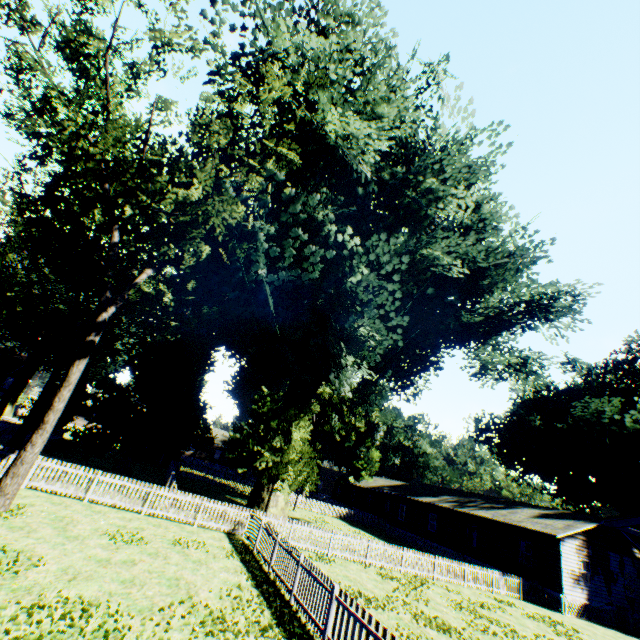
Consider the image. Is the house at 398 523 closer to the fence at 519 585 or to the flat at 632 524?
the fence at 519 585

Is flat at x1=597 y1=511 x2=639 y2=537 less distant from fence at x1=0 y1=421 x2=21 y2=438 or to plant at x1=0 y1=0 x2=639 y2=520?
fence at x1=0 y1=421 x2=21 y2=438

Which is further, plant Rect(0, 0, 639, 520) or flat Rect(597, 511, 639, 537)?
plant Rect(0, 0, 639, 520)

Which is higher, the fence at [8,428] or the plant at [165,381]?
the plant at [165,381]

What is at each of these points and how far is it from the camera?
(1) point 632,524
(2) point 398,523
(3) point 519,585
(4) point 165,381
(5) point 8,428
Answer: (1) flat, 7.4m
(2) house, 37.1m
(3) fence, 22.1m
(4) plant, 31.4m
(5) fence, 24.7m

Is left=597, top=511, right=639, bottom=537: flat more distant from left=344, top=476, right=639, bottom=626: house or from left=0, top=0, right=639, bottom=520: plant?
left=344, top=476, right=639, bottom=626: house

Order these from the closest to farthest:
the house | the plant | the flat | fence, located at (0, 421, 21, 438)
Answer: the flat → the plant → the house → fence, located at (0, 421, 21, 438)

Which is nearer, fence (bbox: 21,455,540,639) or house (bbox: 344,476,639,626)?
fence (bbox: 21,455,540,639)
